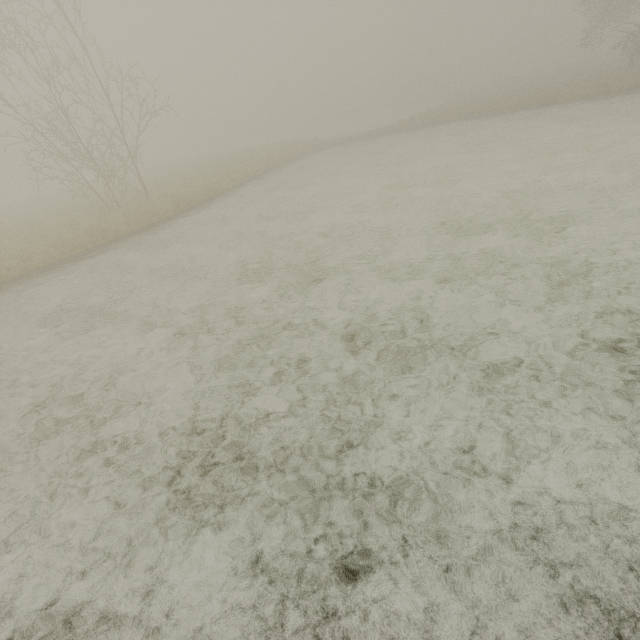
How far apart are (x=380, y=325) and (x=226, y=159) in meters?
31.1
